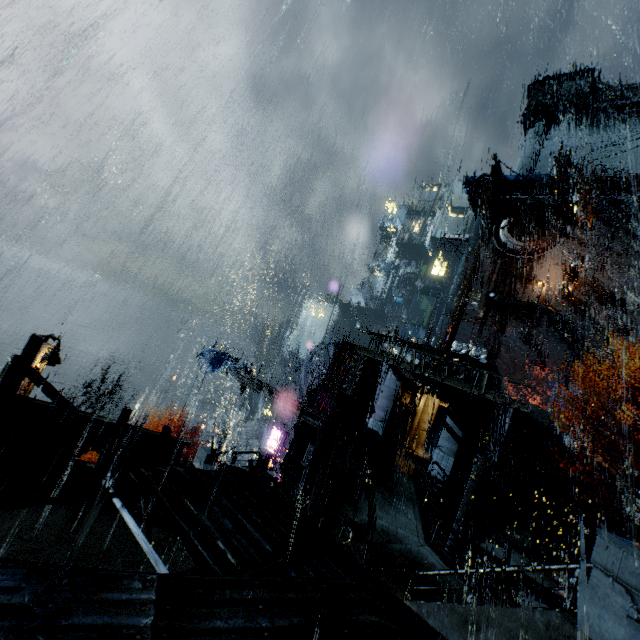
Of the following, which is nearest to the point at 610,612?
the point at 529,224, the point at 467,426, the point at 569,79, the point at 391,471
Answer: the point at 391,471

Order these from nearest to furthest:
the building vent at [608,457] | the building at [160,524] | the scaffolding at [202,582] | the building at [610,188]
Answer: the scaffolding at [202,582], the building at [160,524], the building vent at [608,457], the building at [610,188]

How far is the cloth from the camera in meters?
25.1

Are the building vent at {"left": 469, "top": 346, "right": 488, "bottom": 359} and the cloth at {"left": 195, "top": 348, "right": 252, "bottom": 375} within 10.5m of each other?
no

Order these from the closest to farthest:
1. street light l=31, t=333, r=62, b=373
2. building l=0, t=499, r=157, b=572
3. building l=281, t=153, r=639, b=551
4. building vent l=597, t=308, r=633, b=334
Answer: building l=0, t=499, r=157, b=572 < street light l=31, t=333, r=62, b=373 < building l=281, t=153, r=639, b=551 < building vent l=597, t=308, r=633, b=334

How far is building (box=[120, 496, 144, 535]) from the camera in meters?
8.5

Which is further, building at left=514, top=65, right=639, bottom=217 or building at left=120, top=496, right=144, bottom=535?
building at left=514, top=65, right=639, bottom=217

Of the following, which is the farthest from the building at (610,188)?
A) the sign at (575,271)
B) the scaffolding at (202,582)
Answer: the scaffolding at (202,582)
